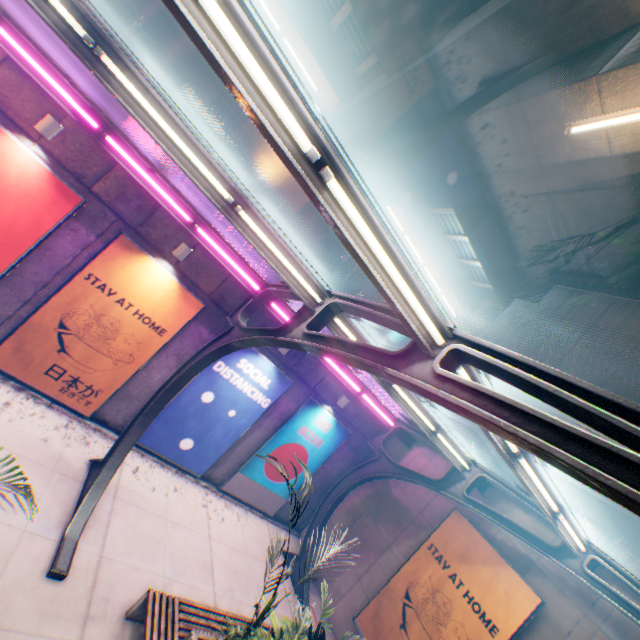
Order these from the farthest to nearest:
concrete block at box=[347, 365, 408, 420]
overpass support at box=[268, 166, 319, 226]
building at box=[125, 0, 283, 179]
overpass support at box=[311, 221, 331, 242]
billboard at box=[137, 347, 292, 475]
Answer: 1. overpass support at box=[311, 221, 331, 242]
2. building at box=[125, 0, 283, 179]
3. overpass support at box=[268, 166, 319, 226]
4. concrete block at box=[347, 365, 408, 420]
5. billboard at box=[137, 347, 292, 475]

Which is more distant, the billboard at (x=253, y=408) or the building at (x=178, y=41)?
the building at (x=178, y=41)

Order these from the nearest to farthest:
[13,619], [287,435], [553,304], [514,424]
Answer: [514,424], [13,619], [287,435], [553,304]

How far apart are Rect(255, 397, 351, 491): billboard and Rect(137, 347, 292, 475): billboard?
0.8 meters

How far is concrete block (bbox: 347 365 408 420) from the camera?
12.0m

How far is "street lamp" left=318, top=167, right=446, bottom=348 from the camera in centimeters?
251cm

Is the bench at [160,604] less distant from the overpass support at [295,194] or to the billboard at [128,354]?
the billboard at [128,354]

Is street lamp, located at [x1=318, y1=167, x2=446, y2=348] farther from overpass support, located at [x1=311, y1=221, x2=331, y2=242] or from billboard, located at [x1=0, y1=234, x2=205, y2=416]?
billboard, located at [x1=0, y1=234, x2=205, y2=416]
